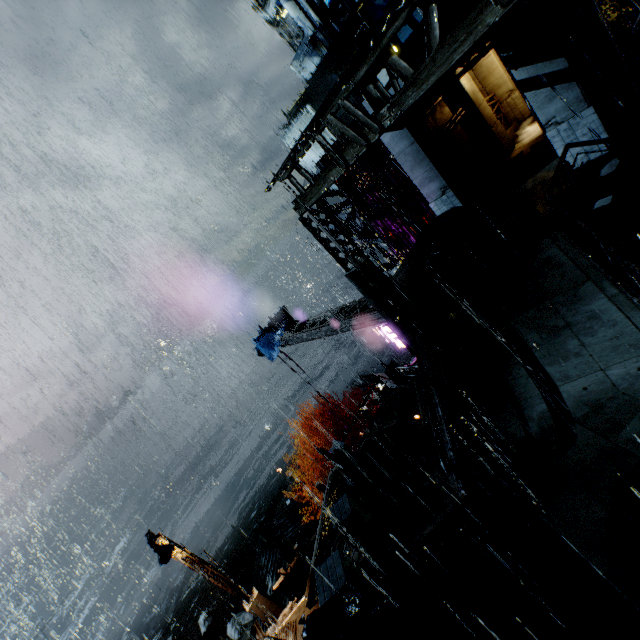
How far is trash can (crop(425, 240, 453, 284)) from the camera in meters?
12.1

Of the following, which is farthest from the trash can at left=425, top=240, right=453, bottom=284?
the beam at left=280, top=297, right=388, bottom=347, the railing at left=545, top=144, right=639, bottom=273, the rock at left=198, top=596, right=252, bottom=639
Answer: the rock at left=198, top=596, right=252, bottom=639

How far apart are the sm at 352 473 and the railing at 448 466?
5.40m

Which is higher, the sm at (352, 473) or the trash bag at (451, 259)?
the trash bag at (451, 259)

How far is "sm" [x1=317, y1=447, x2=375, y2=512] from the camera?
12.3 meters

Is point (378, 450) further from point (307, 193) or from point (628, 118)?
point (628, 118)

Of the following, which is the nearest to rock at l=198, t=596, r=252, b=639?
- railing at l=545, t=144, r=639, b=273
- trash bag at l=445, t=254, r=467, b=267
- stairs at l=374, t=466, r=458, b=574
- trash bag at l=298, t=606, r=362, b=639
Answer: stairs at l=374, t=466, r=458, b=574

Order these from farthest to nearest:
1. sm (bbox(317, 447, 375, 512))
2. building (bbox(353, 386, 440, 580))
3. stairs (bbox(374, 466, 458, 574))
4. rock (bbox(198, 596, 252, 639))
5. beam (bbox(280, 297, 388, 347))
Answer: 1. rock (bbox(198, 596, 252, 639))
2. beam (bbox(280, 297, 388, 347))
3. sm (bbox(317, 447, 375, 512))
4. building (bbox(353, 386, 440, 580))
5. stairs (bbox(374, 466, 458, 574))
